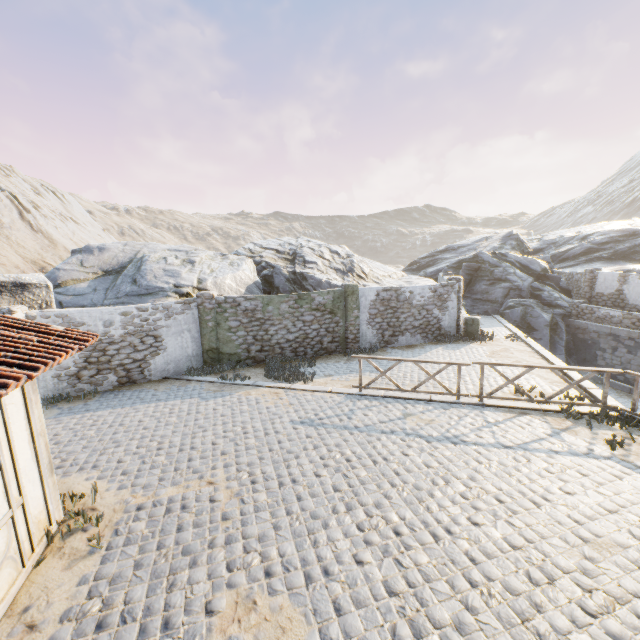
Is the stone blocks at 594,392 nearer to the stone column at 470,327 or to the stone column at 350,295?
the stone column at 470,327

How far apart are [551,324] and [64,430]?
25.6m

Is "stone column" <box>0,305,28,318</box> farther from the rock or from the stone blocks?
the stone blocks

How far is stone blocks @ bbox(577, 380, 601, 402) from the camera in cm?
910

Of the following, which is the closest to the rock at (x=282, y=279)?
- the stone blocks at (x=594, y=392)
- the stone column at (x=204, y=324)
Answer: the stone blocks at (x=594, y=392)

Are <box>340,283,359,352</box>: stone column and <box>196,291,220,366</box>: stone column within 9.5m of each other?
yes

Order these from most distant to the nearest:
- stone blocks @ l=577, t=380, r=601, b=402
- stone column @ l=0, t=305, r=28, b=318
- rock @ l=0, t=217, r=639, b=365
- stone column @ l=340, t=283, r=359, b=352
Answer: stone column @ l=340, t=283, r=359, b=352 → rock @ l=0, t=217, r=639, b=365 → stone column @ l=0, t=305, r=28, b=318 → stone blocks @ l=577, t=380, r=601, b=402

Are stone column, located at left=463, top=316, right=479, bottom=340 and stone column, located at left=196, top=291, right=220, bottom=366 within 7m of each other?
no
